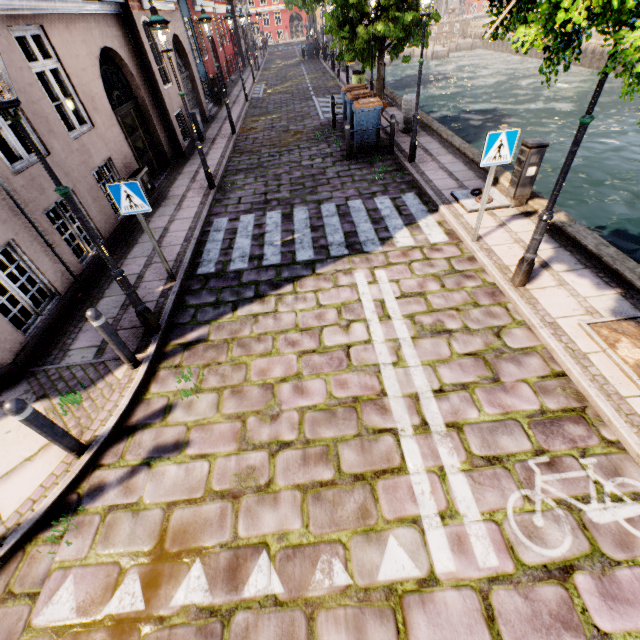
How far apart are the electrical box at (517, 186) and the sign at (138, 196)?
6.98m

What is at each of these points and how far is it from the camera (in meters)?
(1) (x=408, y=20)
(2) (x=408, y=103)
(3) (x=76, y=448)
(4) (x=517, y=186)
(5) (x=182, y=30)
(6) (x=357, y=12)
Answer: (1) tree, 11.61
(2) pillar, 10.93
(3) bollard, 3.74
(4) electrical box, 6.68
(5) building, 13.73
(6) tree, 12.69

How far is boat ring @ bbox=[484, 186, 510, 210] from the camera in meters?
7.0

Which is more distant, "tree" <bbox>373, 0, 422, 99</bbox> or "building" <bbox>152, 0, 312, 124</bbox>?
"building" <bbox>152, 0, 312, 124</bbox>

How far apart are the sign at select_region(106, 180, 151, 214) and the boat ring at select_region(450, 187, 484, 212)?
6.3m

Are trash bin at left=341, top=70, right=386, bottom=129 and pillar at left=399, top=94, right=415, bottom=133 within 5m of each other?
yes

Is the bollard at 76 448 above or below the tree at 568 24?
below

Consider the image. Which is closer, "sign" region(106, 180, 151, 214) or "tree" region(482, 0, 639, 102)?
"tree" region(482, 0, 639, 102)
